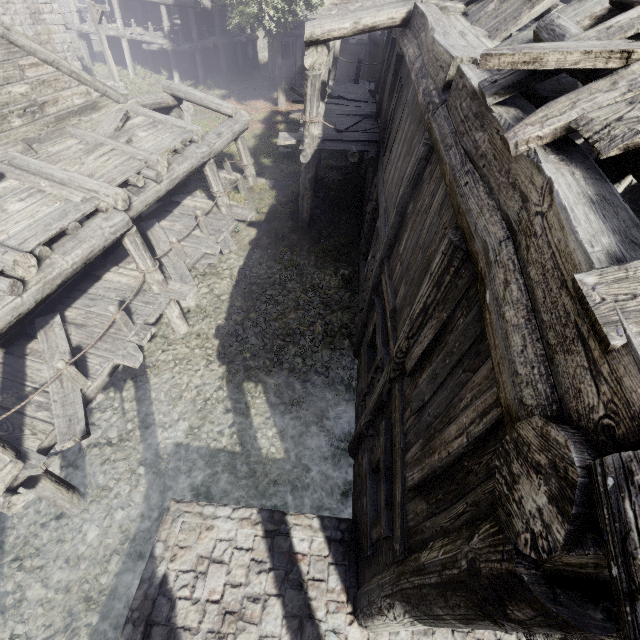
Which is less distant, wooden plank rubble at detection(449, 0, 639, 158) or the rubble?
wooden plank rubble at detection(449, 0, 639, 158)

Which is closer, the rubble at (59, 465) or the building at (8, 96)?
the building at (8, 96)

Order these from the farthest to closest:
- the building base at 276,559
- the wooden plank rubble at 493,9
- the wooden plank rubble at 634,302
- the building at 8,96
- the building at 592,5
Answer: the building at 8,96 < the building base at 276,559 < the building at 592,5 < the wooden plank rubble at 493,9 < the wooden plank rubble at 634,302

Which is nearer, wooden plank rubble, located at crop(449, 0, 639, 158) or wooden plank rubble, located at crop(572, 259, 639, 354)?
wooden plank rubble, located at crop(572, 259, 639, 354)

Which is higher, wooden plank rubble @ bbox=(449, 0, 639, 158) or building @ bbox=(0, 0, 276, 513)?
wooden plank rubble @ bbox=(449, 0, 639, 158)

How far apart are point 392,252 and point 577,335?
4.40m

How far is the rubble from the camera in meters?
7.4 m

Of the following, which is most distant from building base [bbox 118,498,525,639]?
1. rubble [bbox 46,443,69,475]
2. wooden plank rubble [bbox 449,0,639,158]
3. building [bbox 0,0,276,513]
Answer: wooden plank rubble [bbox 449,0,639,158]
